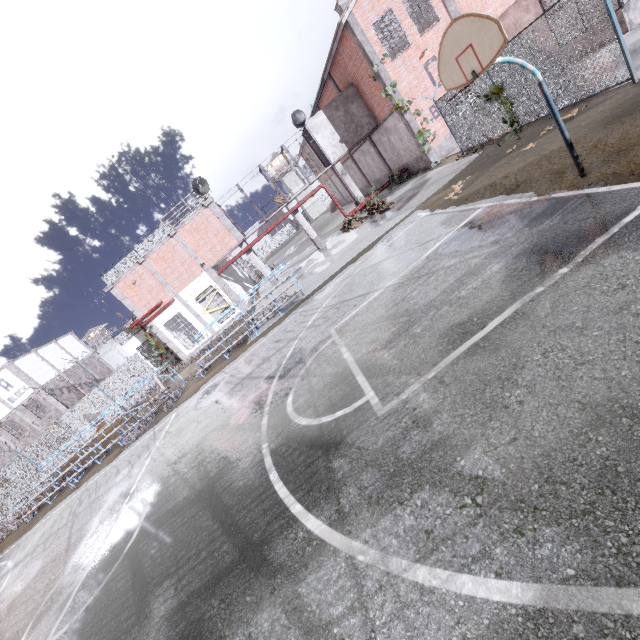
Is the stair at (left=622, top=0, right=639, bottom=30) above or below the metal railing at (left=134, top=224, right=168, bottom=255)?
below

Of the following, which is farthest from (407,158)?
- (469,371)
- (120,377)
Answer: (120,377)

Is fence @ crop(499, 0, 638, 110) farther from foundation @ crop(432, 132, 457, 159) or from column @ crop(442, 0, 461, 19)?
column @ crop(442, 0, 461, 19)

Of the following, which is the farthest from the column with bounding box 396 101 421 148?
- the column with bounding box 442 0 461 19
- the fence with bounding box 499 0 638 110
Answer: the column with bounding box 442 0 461 19

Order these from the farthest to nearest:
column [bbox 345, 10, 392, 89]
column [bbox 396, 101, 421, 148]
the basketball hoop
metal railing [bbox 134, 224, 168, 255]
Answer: metal railing [bbox 134, 224, 168, 255] → column [bbox 396, 101, 421, 148] → column [bbox 345, 10, 392, 89] → the basketball hoop

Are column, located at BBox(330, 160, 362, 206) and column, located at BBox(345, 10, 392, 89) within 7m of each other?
yes

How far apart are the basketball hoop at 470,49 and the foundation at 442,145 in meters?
14.4

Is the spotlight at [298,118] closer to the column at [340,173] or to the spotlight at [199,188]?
the column at [340,173]
